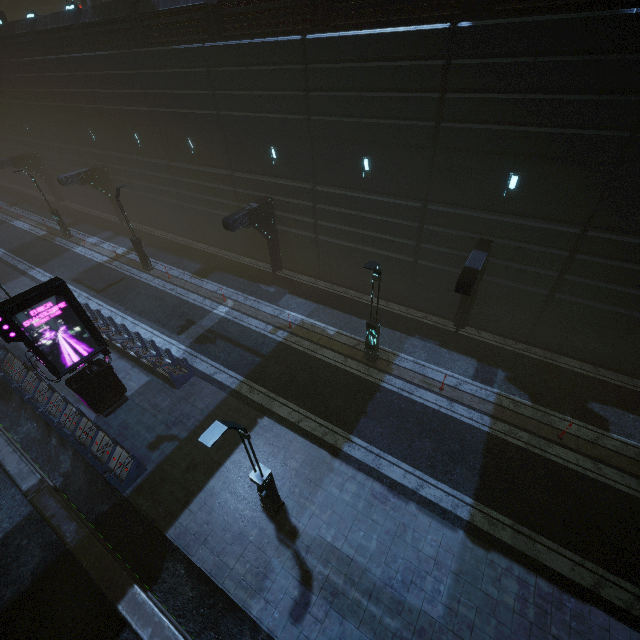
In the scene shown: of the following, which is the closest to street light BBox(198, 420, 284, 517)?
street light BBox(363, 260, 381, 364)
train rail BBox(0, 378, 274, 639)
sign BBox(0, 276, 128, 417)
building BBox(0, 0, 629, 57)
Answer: train rail BBox(0, 378, 274, 639)

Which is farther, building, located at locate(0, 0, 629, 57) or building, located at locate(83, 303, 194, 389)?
building, located at locate(83, 303, 194, 389)

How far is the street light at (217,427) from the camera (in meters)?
6.61

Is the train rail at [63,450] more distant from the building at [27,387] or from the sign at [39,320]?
the sign at [39,320]

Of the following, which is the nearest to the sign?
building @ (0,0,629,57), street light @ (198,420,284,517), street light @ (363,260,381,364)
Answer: building @ (0,0,629,57)

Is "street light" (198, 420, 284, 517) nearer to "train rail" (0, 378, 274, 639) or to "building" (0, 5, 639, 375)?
"train rail" (0, 378, 274, 639)

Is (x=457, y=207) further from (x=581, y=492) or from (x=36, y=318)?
(x=36, y=318)

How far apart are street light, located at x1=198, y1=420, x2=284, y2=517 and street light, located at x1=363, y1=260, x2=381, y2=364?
6.6m
